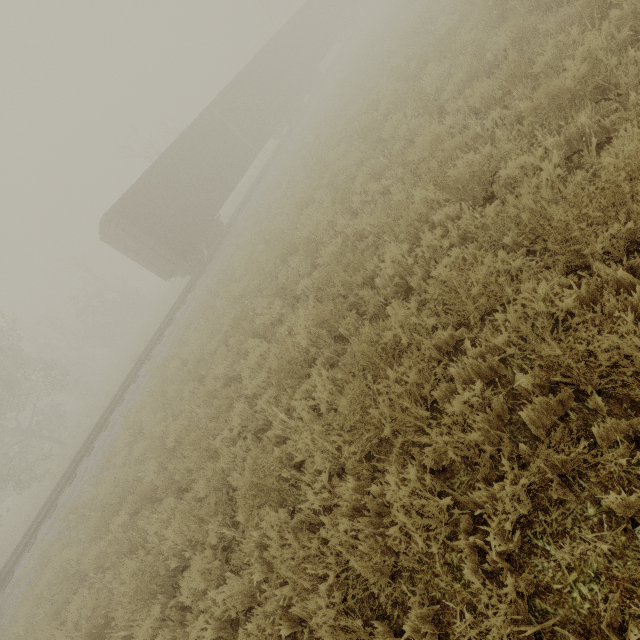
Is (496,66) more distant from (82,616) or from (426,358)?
(82,616)
